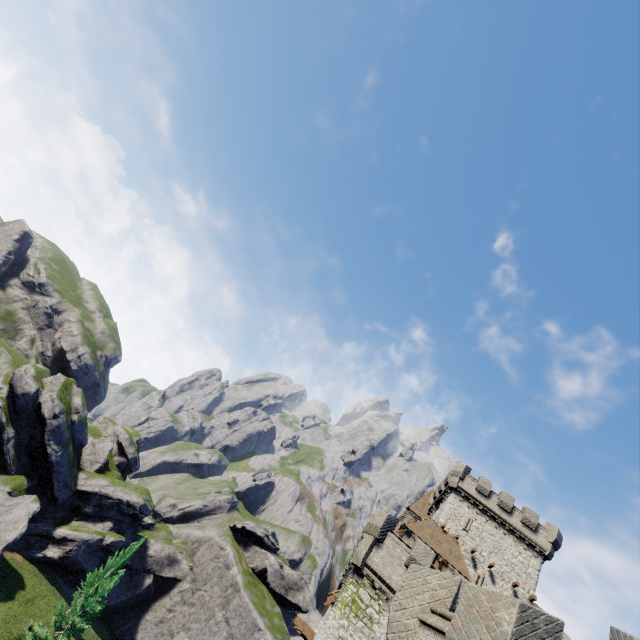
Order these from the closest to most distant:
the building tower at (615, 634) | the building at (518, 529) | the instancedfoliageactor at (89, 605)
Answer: the building tower at (615, 634)
the instancedfoliageactor at (89, 605)
the building at (518, 529)

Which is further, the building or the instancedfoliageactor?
the building

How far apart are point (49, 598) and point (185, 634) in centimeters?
1969cm

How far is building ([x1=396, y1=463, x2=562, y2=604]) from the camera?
31.38m

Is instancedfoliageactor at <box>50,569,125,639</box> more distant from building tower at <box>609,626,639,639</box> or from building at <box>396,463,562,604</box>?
building tower at <box>609,626,639,639</box>

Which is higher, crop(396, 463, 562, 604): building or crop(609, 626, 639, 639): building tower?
crop(396, 463, 562, 604): building

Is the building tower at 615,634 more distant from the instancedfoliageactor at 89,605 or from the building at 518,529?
the instancedfoliageactor at 89,605

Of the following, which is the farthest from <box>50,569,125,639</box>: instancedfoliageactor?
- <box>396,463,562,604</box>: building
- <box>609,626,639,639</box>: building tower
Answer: <box>609,626,639,639</box>: building tower
